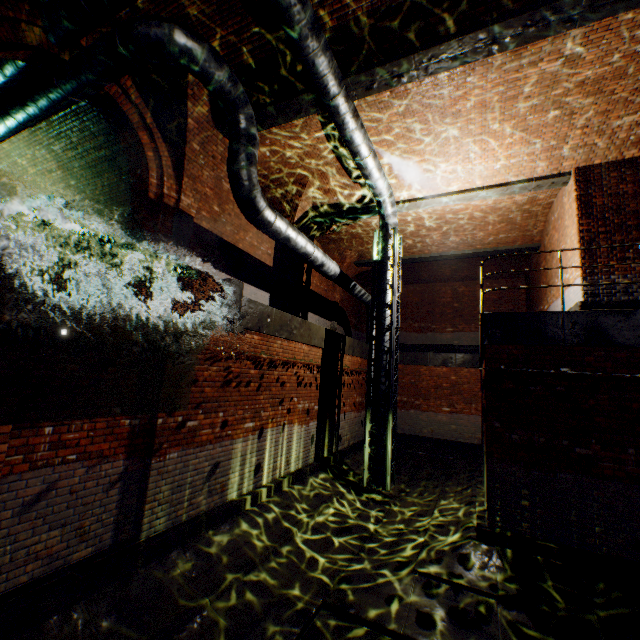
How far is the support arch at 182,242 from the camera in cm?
705

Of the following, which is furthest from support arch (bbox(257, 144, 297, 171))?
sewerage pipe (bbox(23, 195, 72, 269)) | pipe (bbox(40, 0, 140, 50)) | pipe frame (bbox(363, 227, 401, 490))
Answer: sewerage pipe (bbox(23, 195, 72, 269))

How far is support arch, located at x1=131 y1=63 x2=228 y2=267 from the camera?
7.05m

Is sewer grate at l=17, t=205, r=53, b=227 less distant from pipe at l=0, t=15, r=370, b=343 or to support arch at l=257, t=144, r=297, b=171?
pipe at l=0, t=15, r=370, b=343

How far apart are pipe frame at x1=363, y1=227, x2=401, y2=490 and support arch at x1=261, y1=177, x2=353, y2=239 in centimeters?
258cm

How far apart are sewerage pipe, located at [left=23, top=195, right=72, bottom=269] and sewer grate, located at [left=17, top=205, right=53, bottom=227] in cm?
1

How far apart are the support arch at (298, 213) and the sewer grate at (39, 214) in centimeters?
658cm

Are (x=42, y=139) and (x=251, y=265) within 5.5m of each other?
no
